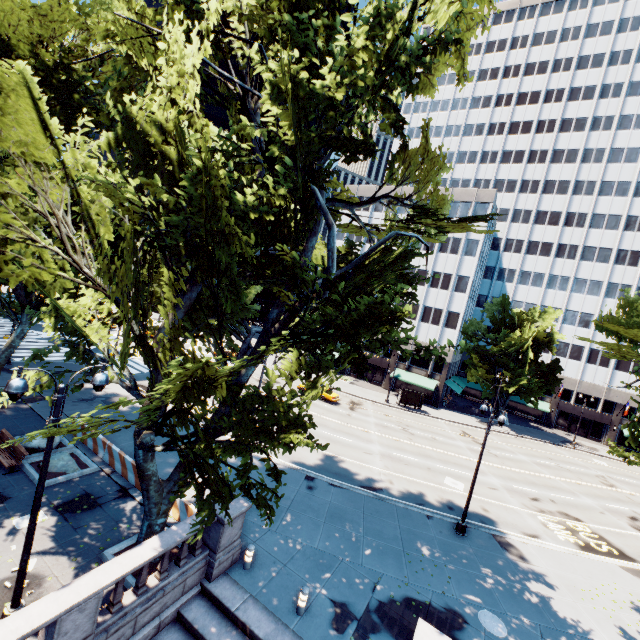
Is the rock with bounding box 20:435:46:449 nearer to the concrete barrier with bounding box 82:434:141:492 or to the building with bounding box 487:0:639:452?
the concrete barrier with bounding box 82:434:141:492

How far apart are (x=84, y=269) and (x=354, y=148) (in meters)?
9.57

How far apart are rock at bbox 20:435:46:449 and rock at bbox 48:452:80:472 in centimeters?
83cm

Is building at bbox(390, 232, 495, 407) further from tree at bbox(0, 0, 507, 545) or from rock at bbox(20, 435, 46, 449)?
rock at bbox(20, 435, 46, 449)

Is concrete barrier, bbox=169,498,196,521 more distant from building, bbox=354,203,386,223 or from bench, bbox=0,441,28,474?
building, bbox=354,203,386,223

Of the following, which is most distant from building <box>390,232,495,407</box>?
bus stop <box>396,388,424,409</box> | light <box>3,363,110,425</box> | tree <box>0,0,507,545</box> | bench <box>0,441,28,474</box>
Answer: light <box>3,363,110,425</box>

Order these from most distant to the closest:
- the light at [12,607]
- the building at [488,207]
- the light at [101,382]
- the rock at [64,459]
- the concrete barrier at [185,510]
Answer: the building at [488,207] → the rock at [64,459] → the concrete barrier at [185,510] → the light at [12,607] → the light at [101,382]

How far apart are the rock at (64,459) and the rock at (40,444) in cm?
83
